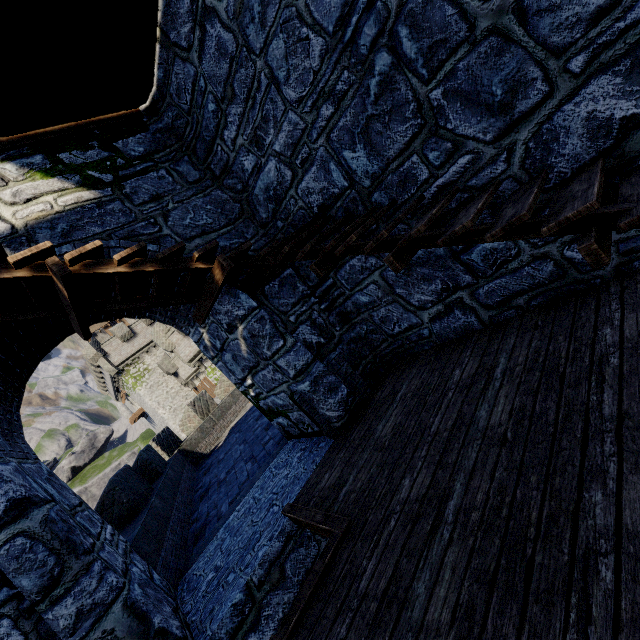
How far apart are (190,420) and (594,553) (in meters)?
15.28
